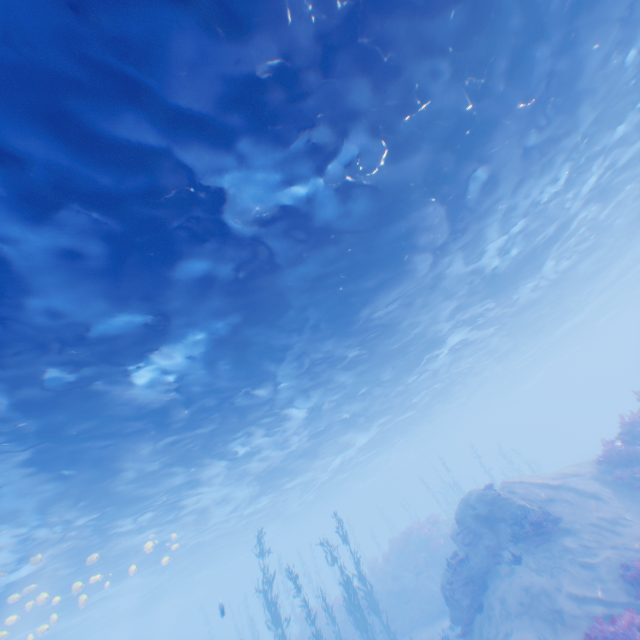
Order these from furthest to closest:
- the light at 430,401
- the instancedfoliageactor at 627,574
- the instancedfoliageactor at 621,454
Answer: the instancedfoliageactor at 621,454, the instancedfoliageactor at 627,574, the light at 430,401

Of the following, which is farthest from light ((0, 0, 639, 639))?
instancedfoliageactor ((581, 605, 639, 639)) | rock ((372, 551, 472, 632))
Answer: rock ((372, 551, 472, 632))

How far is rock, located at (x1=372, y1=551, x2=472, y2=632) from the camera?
14.14m

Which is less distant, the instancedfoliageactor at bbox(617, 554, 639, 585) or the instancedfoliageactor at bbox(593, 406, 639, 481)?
the instancedfoliageactor at bbox(617, 554, 639, 585)

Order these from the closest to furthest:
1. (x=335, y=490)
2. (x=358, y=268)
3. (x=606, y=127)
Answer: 1. (x=358, y=268)
2. (x=606, y=127)
3. (x=335, y=490)

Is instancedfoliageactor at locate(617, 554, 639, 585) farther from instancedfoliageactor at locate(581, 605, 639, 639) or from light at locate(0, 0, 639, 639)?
light at locate(0, 0, 639, 639)

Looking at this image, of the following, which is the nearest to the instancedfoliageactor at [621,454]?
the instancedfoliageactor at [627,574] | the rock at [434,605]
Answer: the instancedfoliageactor at [627,574]

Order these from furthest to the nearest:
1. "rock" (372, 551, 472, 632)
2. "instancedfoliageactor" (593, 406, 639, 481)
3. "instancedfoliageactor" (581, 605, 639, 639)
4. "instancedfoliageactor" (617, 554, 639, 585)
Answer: "rock" (372, 551, 472, 632)
"instancedfoliageactor" (593, 406, 639, 481)
"instancedfoliageactor" (617, 554, 639, 585)
"instancedfoliageactor" (581, 605, 639, 639)
